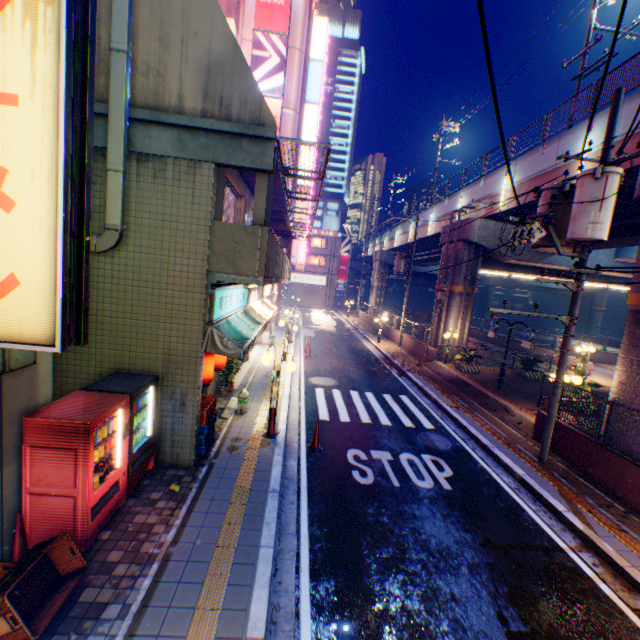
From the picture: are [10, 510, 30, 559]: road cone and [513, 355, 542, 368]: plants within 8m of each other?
no

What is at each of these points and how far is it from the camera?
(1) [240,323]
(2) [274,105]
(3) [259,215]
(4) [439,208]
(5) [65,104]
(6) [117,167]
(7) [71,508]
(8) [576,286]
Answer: (1) awning, 9.2m
(2) billboard, 25.2m
(3) pylon, 6.8m
(4) overpass support, 25.9m
(5) sign, 2.6m
(6) pipe, 6.1m
(7) vending machine, 4.7m
(8) electric pole, 8.6m

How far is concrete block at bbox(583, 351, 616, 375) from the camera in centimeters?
2112cm

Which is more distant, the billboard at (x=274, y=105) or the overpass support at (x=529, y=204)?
the billboard at (x=274, y=105)

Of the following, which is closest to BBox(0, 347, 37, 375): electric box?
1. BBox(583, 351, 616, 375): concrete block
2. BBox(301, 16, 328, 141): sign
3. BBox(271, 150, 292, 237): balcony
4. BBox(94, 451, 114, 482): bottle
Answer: BBox(94, 451, 114, 482): bottle

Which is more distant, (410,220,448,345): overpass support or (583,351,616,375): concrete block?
(410,220,448,345): overpass support

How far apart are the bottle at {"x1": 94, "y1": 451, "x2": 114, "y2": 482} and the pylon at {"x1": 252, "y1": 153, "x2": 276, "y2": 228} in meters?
4.8 m

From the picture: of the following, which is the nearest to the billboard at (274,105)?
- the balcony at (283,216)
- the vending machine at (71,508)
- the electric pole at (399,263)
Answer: the balcony at (283,216)
